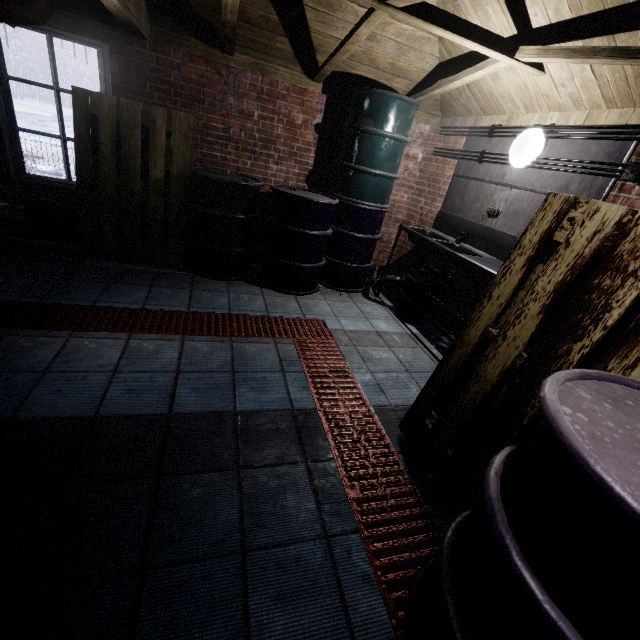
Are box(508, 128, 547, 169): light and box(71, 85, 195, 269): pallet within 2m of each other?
no

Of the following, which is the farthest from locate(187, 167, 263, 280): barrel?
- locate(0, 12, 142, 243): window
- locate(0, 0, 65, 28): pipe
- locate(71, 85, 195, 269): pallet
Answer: locate(0, 0, 65, 28): pipe

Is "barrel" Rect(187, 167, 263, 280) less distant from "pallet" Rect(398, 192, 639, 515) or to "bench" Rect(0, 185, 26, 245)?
"bench" Rect(0, 185, 26, 245)

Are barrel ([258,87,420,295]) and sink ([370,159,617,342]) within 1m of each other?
yes

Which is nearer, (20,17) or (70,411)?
(70,411)

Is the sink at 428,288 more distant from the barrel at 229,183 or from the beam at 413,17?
the barrel at 229,183

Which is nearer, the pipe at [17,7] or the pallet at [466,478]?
the pallet at [466,478]

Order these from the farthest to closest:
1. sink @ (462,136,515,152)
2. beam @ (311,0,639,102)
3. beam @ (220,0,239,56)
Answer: sink @ (462,136,515,152) < beam @ (220,0,239,56) < beam @ (311,0,639,102)
